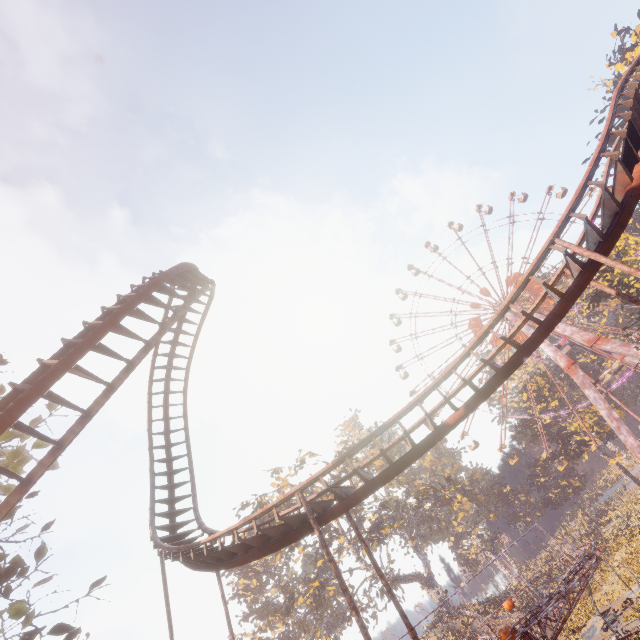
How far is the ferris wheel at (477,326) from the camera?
53.10m

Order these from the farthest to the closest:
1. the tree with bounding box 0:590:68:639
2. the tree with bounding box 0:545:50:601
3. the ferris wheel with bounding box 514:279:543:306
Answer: the ferris wheel with bounding box 514:279:543:306, the tree with bounding box 0:590:68:639, the tree with bounding box 0:545:50:601

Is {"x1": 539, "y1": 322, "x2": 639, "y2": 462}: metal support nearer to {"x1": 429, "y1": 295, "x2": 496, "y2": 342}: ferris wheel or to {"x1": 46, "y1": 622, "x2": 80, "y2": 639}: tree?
{"x1": 429, "y1": 295, "x2": 496, "y2": 342}: ferris wheel

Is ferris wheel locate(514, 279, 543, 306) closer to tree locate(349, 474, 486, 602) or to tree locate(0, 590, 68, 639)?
tree locate(349, 474, 486, 602)

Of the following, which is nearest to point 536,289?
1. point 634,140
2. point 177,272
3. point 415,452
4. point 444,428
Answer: point 634,140

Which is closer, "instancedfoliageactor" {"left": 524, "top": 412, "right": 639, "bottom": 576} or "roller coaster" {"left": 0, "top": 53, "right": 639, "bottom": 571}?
"roller coaster" {"left": 0, "top": 53, "right": 639, "bottom": 571}

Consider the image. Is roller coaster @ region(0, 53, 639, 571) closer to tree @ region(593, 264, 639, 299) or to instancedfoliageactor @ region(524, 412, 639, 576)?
tree @ region(593, 264, 639, 299)

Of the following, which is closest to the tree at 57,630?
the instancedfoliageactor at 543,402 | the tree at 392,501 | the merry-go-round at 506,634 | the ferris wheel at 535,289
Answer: the merry-go-round at 506,634
